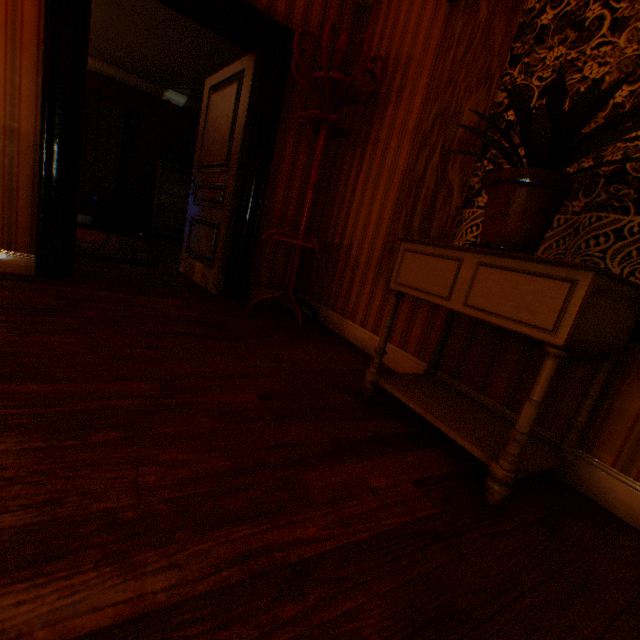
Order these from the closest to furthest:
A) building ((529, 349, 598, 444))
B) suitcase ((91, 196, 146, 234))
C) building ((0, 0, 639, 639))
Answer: building ((0, 0, 639, 639)) → building ((529, 349, 598, 444)) → suitcase ((91, 196, 146, 234))

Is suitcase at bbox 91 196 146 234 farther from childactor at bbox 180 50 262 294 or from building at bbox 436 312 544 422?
childactor at bbox 180 50 262 294

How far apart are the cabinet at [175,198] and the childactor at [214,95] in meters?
3.6 m

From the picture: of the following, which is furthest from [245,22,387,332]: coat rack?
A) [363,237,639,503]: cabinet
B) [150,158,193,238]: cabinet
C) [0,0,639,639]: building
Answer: [150,158,193,238]: cabinet

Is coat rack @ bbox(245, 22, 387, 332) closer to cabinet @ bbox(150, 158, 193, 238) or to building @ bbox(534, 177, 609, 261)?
building @ bbox(534, 177, 609, 261)

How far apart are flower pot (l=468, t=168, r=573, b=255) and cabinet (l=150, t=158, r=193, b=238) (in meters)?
7.25

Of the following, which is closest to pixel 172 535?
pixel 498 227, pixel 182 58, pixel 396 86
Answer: pixel 498 227

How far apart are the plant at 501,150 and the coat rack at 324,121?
1.4m
